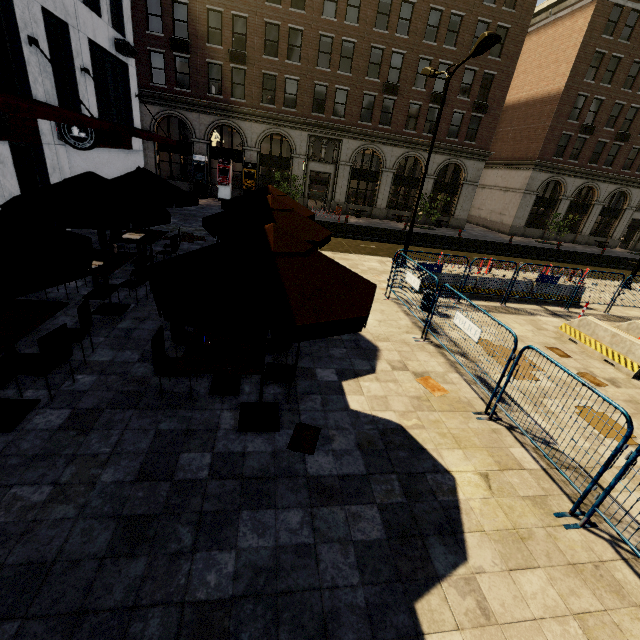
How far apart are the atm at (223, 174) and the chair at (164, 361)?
24.25m

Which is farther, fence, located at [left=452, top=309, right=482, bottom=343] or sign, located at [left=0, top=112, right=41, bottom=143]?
sign, located at [left=0, top=112, right=41, bottom=143]

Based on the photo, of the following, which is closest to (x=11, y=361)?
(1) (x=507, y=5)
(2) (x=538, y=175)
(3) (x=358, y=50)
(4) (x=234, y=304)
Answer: (4) (x=234, y=304)

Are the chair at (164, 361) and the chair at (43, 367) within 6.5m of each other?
yes

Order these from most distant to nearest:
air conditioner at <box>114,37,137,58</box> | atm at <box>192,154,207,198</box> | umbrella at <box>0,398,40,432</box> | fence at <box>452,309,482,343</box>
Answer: atm at <box>192,154,207,198</box> → air conditioner at <box>114,37,137,58</box> → fence at <box>452,309,482,343</box> → umbrella at <box>0,398,40,432</box>

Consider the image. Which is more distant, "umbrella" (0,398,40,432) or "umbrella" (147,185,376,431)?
"umbrella" (0,398,40,432)

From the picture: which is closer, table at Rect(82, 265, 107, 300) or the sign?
table at Rect(82, 265, 107, 300)

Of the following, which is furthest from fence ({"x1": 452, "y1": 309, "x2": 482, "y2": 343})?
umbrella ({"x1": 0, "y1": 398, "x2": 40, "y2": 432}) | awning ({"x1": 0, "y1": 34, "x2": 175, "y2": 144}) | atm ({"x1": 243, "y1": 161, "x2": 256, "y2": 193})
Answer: atm ({"x1": 243, "y1": 161, "x2": 256, "y2": 193})
